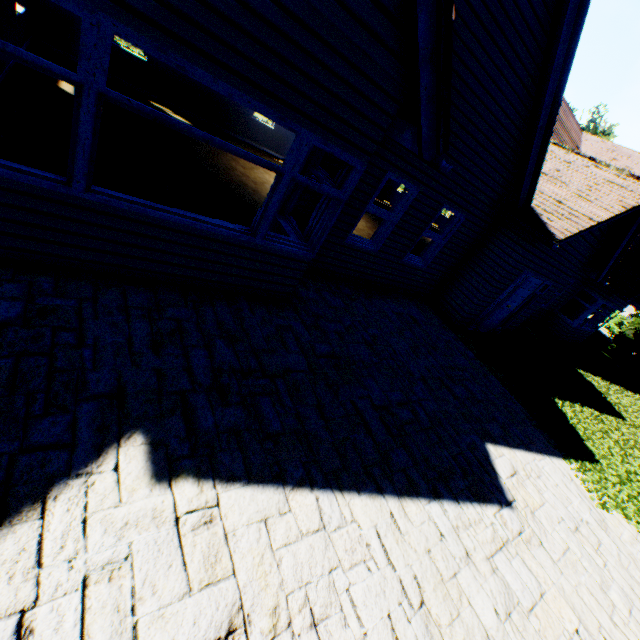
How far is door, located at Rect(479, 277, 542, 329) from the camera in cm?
976

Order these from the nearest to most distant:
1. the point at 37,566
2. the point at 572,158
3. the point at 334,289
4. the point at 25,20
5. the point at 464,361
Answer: the point at 37,566
the point at 334,289
the point at 464,361
the point at 25,20
the point at 572,158

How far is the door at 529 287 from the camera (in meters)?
9.76

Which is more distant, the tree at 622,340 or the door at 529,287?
the tree at 622,340

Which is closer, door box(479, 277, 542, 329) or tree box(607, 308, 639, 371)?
door box(479, 277, 542, 329)
